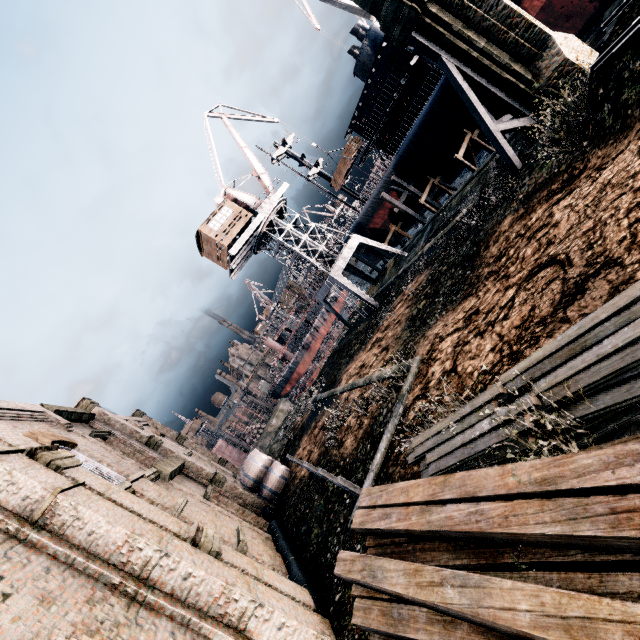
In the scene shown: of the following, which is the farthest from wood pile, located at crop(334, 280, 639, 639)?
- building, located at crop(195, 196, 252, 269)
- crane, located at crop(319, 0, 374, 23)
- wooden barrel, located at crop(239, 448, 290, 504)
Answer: crane, located at crop(319, 0, 374, 23)

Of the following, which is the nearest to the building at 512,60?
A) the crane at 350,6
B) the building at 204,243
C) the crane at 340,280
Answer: the crane at 350,6

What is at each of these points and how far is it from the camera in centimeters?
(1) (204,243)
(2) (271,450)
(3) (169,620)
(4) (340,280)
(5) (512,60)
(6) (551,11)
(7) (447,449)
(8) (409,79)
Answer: (1) building, 3186cm
(2) stone debris, 3111cm
(3) building, 607cm
(4) crane, 3138cm
(5) building, 1756cm
(6) ship, 2288cm
(7) wood pile, 719cm
(8) ship, 3034cm

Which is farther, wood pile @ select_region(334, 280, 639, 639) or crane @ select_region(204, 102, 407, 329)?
crane @ select_region(204, 102, 407, 329)

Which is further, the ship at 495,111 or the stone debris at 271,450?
the stone debris at 271,450

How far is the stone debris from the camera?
28.6 meters

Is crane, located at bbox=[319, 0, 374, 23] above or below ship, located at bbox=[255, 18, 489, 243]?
above

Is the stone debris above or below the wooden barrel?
below
